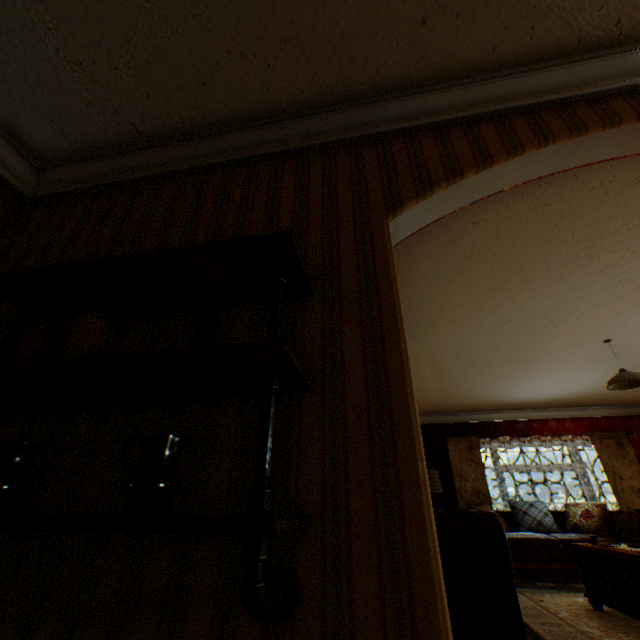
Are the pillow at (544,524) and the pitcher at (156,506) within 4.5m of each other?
no

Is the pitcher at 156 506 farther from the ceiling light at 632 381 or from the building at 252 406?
the ceiling light at 632 381

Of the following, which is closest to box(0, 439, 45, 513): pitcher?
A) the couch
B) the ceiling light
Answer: the ceiling light

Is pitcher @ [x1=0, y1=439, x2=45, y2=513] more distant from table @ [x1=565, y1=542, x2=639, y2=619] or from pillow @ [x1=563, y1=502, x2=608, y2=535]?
→ pillow @ [x1=563, y1=502, x2=608, y2=535]

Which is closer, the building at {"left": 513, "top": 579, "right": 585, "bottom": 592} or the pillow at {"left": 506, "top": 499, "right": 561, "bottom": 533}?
the building at {"left": 513, "top": 579, "right": 585, "bottom": 592}

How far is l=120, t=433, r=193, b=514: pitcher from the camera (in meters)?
0.88

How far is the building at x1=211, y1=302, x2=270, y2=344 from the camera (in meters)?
1.38

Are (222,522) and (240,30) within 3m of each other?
yes
